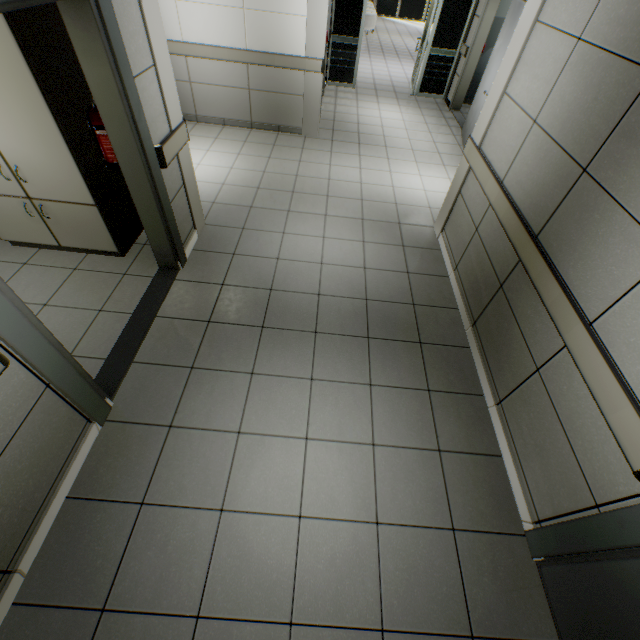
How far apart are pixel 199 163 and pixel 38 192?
2.5m

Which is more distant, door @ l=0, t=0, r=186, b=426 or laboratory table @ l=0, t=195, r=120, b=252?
laboratory table @ l=0, t=195, r=120, b=252

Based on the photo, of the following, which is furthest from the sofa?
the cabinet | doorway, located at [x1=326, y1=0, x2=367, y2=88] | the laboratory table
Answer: the laboratory table

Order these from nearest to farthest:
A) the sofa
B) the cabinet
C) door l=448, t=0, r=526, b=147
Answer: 1. the cabinet
2. door l=448, t=0, r=526, b=147
3. the sofa

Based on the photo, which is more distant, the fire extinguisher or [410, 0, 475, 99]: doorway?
[410, 0, 475, 99]: doorway

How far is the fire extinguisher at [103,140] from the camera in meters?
2.4

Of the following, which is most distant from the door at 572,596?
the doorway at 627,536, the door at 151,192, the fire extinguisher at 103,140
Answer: the fire extinguisher at 103,140

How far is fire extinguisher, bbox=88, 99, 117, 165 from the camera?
2.4m
